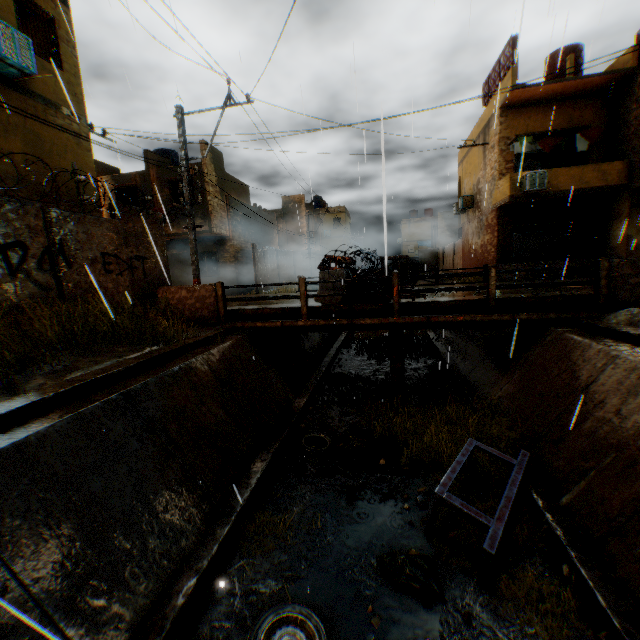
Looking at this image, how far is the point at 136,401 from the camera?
5.2 meters

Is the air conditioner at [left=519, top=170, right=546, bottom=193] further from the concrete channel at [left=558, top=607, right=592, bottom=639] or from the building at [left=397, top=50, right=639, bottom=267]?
the concrete channel at [left=558, top=607, right=592, bottom=639]

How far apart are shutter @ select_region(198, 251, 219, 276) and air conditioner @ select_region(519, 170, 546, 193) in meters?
16.8 m

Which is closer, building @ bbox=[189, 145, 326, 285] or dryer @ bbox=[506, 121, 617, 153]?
dryer @ bbox=[506, 121, 617, 153]

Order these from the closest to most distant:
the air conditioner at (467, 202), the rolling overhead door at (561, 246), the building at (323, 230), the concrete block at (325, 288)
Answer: the concrete block at (325, 288), the rolling overhead door at (561, 246), the air conditioner at (467, 202), the building at (323, 230)

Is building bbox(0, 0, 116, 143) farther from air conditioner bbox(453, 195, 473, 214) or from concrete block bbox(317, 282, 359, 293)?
concrete block bbox(317, 282, 359, 293)

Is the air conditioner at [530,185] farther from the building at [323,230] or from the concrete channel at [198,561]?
the concrete channel at [198,561]

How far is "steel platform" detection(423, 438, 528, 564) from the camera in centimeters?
414cm
